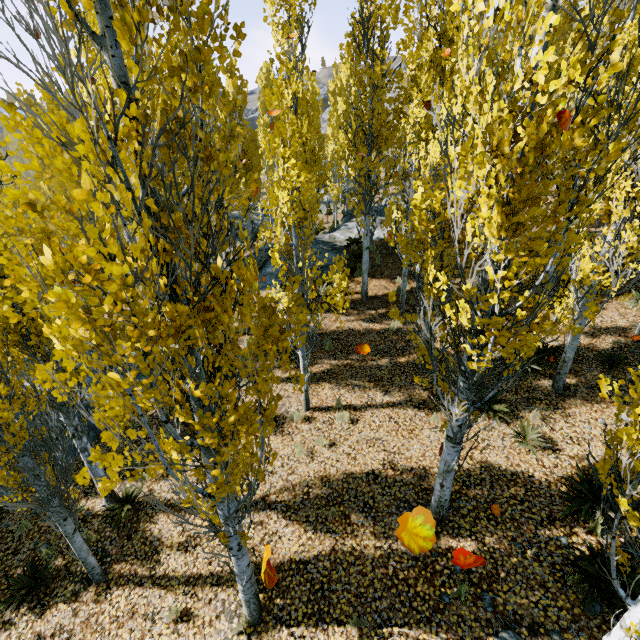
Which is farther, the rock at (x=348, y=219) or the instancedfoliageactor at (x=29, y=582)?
the rock at (x=348, y=219)

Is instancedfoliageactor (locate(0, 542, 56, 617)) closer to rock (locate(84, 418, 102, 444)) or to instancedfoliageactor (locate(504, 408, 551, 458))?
rock (locate(84, 418, 102, 444))

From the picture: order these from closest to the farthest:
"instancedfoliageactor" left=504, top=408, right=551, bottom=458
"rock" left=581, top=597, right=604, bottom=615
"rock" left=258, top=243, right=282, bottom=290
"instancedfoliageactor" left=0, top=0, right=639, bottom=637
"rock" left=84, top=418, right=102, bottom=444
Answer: "instancedfoliageactor" left=0, top=0, right=639, bottom=637 < "rock" left=581, top=597, right=604, bottom=615 < "instancedfoliageactor" left=504, top=408, right=551, bottom=458 < "rock" left=84, top=418, right=102, bottom=444 < "rock" left=258, top=243, right=282, bottom=290

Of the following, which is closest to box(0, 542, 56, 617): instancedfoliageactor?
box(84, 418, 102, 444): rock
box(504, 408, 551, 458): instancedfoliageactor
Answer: box(84, 418, 102, 444): rock

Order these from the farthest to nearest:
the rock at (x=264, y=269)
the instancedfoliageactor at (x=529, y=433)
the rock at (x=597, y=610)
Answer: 1. the rock at (x=264, y=269)
2. the instancedfoliageactor at (x=529, y=433)
3. the rock at (x=597, y=610)

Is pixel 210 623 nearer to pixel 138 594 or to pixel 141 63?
pixel 138 594
